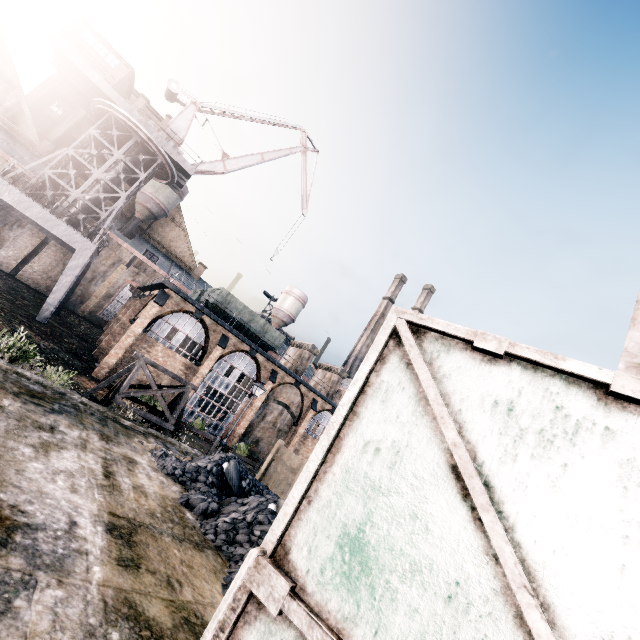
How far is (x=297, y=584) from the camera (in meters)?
1.70

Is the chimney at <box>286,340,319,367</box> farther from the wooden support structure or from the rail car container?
the wooden support structure

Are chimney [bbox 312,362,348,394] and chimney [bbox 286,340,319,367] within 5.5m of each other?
yes

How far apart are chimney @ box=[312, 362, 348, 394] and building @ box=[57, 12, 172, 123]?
35.6 meters

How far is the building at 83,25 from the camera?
26.67m

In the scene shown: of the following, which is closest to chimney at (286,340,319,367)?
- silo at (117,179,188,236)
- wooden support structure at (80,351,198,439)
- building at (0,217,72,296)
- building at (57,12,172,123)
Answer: building at (0,217,72,296)

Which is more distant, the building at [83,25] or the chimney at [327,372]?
the chimney at [327,372]

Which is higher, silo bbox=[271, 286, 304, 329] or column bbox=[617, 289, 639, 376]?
silo bbox=[271, 286, 304, 329]
